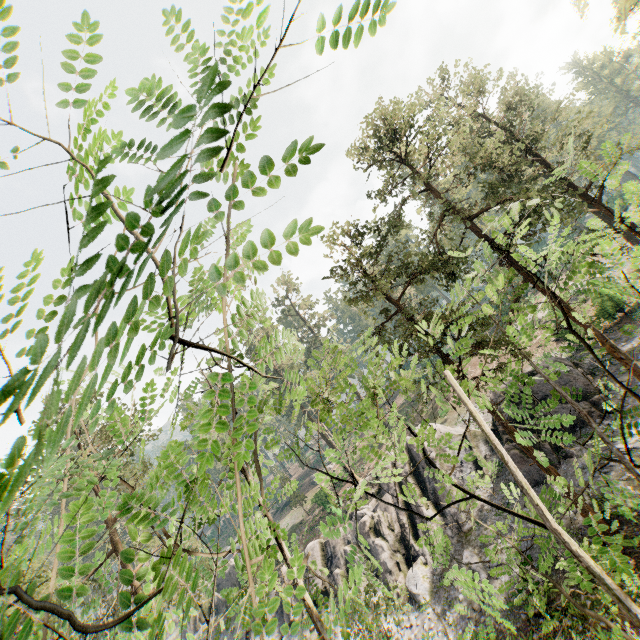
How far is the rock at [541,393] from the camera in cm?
2327

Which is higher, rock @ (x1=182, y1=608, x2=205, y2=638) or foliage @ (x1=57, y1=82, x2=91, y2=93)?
foliage @ (x1=57, y1=82, x2=91, y2=93)

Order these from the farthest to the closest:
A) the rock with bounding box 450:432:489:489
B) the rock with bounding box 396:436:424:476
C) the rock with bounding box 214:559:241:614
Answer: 1. the rock with bounding box 214:559:241:614
2. the rock with bounding box 396:436:424:476
3. the rock with bounding box 450:432:489:489

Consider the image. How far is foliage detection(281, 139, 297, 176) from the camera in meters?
0.9

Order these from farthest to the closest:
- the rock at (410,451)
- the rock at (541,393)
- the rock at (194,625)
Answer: the rock at (194,625)
the rock at (410,451)
the rock at (541,393)

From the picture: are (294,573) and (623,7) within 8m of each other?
no

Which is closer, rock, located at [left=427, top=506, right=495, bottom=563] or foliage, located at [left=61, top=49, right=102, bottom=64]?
foliage, located at [left=61, top=49, right=102, bottom=64]
